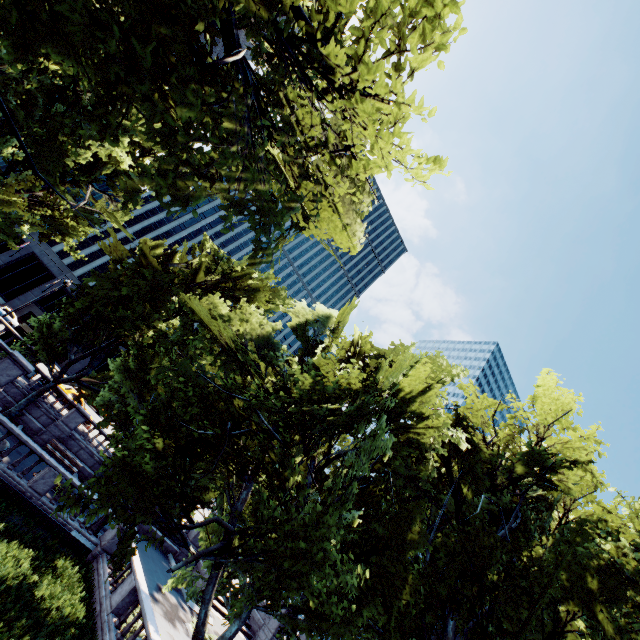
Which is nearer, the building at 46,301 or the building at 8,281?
the building at 8,281

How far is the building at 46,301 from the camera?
47.7m

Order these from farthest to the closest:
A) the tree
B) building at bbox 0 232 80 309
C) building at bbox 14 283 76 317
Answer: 1. building at bbox 14 283 76 317
2. building at bbox 0 232 80 309
3. the tree

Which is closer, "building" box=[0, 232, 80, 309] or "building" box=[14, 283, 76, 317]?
"building" box=[0, 232, 80, 309]

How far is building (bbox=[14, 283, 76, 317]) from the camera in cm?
4772

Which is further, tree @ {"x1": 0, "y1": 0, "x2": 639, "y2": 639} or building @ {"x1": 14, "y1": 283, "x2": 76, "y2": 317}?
building @ {"x1": 14, "y1": 283, "x2": 76, "y2": 317}

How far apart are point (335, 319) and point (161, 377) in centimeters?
1358cm
